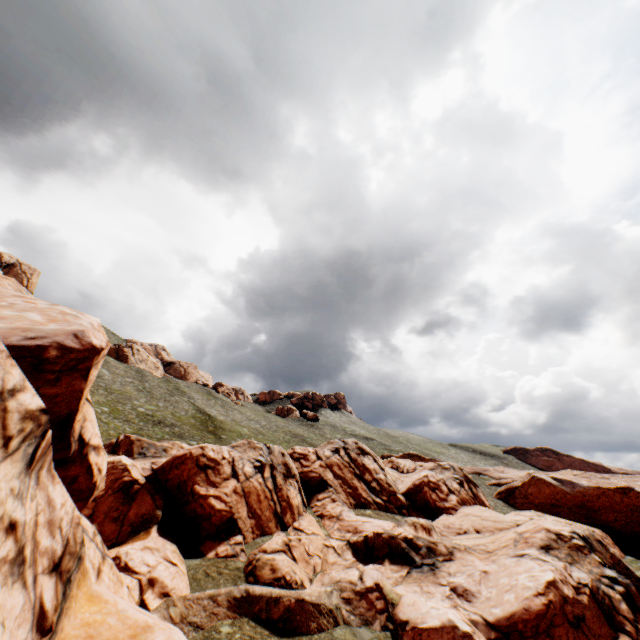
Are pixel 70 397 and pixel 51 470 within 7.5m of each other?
yes
